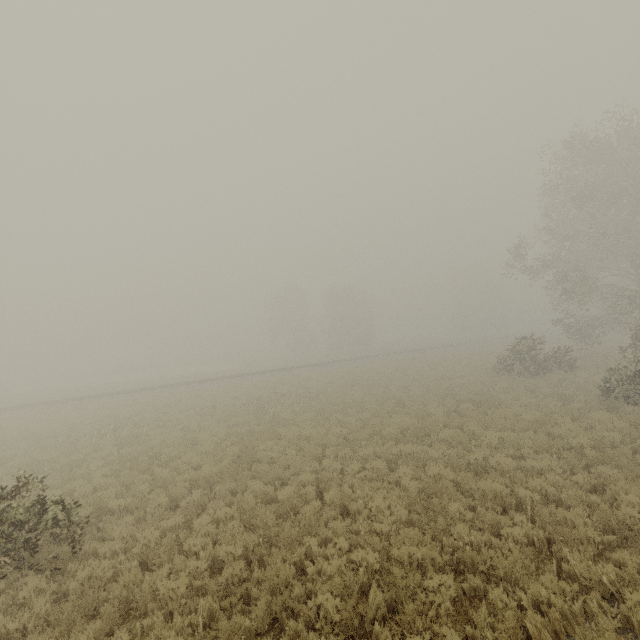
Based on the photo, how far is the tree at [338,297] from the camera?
53.75m

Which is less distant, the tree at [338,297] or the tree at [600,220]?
the tree at [600,220]

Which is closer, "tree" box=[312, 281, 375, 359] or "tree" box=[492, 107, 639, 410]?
"tree" box=[492, 107, 639, 410]

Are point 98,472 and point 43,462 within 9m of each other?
yes

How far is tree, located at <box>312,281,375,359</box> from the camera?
53.8m
